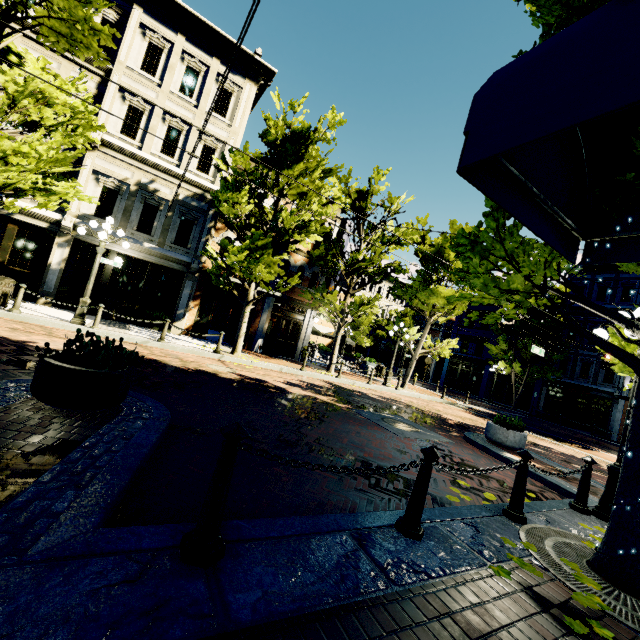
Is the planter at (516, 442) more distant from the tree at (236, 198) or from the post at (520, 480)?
the post at (520, 480)

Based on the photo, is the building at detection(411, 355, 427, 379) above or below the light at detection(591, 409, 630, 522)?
above

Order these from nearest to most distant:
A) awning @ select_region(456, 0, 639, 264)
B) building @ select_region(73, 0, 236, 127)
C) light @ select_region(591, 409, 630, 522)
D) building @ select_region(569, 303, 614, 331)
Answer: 1. awning @ select_region(456, 0, 639, 264)
2. light @ select_region(591, 409, 630, 522)
3. building @ select_region(73, 0, 236, 127)
4. building @ select_region(569, 303, 614, 331)

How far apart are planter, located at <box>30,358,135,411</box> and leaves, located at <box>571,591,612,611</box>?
5.11m

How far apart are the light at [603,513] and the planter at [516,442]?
3.4 meters

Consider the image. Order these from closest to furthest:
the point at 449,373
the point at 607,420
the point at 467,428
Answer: the point at 467,428 → the point at 607,420 → the point at 449,373

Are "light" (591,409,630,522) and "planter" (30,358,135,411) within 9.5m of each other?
yes

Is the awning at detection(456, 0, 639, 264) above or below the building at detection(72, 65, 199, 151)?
below
